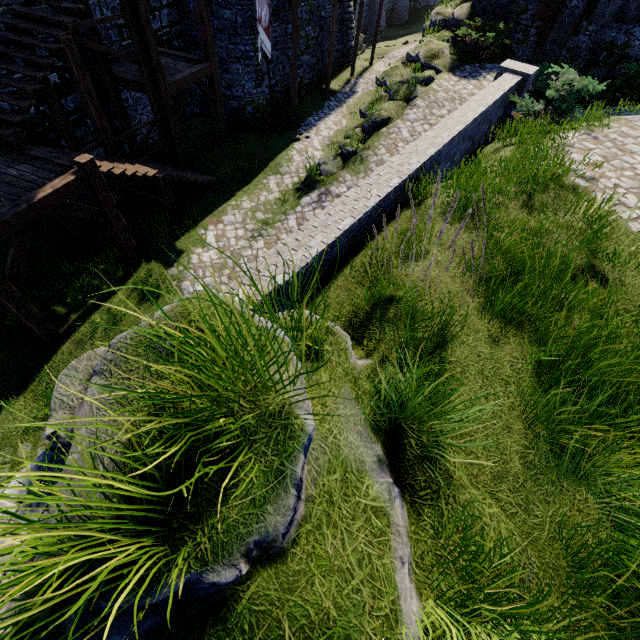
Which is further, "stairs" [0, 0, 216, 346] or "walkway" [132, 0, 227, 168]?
"walkway" [132, 0, 227, 168]

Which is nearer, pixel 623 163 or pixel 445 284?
pixel 445 284

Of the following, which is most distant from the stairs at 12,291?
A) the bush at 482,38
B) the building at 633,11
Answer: the building at 633,11

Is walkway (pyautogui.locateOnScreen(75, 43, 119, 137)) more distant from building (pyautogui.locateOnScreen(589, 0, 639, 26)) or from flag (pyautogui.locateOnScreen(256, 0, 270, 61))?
building (pyautogui.locateOnScreen(589, 0, 639, 26))

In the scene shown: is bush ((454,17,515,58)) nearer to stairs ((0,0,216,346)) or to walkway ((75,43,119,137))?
walkway ((75,43,119,137))

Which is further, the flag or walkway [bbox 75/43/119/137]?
the flag

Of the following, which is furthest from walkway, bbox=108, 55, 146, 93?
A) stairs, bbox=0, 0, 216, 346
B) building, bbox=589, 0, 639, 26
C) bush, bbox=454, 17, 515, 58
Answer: building, bbox=589, 0, 639, 26

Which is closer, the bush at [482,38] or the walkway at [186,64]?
the walkway at [186,64]
